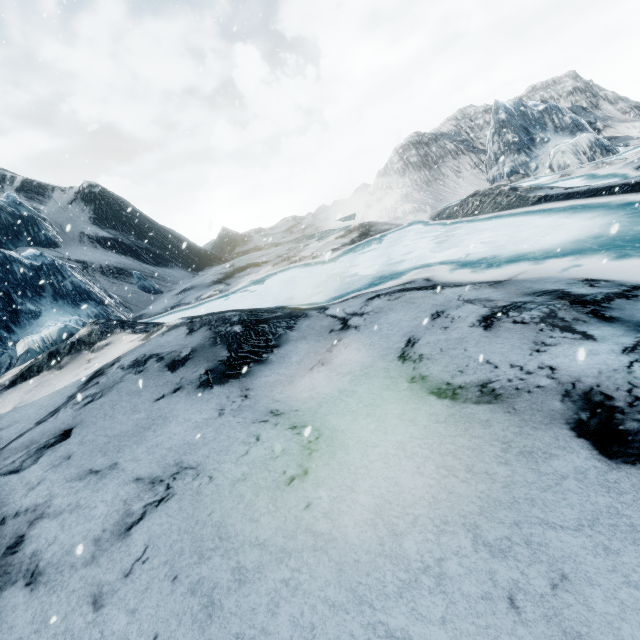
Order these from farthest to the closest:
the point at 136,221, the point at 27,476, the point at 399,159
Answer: the point at 136,221
the point at 399,159
the point at 27,476
